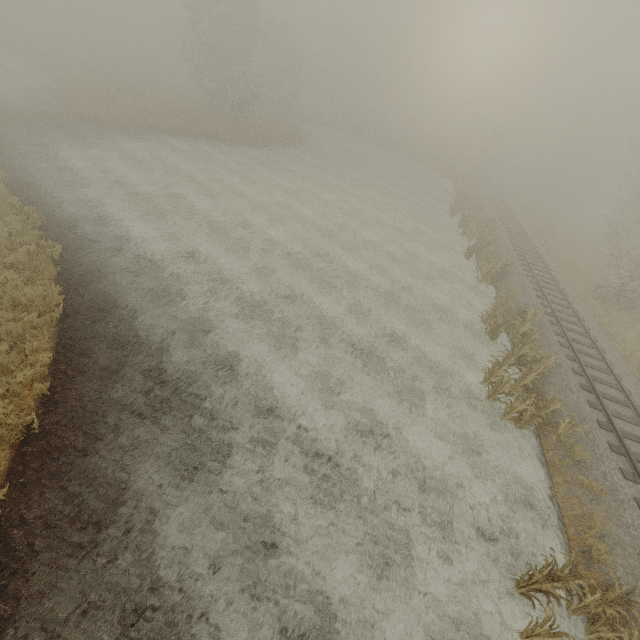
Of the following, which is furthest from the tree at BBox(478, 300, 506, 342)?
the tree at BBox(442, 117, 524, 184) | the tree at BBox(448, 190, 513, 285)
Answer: the tree at BBox(442, 117, 524, 184)

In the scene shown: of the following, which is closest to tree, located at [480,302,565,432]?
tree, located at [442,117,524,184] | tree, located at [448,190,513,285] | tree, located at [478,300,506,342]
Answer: tree, located at [478,300,506,342]

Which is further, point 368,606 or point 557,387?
point 557,387

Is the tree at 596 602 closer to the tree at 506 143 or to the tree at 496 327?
the tree at 496 327

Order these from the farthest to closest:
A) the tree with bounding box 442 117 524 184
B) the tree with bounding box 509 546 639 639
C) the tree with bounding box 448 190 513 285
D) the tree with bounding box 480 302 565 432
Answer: the tree with bounding box 442 117 524 184 < the tree with bounding box 448 190 513 285 < the tree with bounding box 480 302 565 432 < the tree with bounding box 509 546 639 639

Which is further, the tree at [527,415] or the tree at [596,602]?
the tree at [527,415]

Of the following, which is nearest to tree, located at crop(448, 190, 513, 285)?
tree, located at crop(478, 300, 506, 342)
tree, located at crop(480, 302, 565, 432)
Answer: tree, located at crop(478, 300, 506, 342)

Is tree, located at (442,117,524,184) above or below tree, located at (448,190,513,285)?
above
